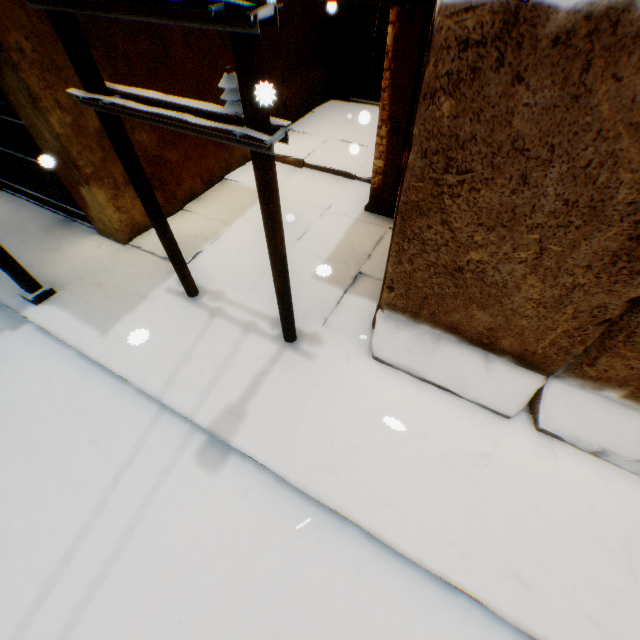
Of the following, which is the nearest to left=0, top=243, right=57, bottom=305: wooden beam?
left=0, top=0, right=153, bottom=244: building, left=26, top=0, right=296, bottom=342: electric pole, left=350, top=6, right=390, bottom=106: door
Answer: left=0, top=0, right=153, bottom=244: building

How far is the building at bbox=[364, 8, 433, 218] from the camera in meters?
4.2 m

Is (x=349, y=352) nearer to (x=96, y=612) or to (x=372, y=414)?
(x=372, y=414)

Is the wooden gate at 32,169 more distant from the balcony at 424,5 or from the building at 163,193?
the balcony at 424,5

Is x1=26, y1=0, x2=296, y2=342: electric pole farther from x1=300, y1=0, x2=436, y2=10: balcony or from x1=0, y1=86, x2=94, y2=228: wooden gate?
x1=0, y1=86, x2=94, y2=228: wooden gate

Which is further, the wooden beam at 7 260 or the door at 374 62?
the door at 374 62

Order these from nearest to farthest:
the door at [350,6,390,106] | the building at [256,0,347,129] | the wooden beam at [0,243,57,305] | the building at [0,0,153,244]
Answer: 1. the building at [0,0,153,244]
2. the wooden beam at [0,243,57,305]
3. the building at [256,0,347,129]
4. the door at [350,6,390,106]

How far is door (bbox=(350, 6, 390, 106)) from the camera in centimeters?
815cm
